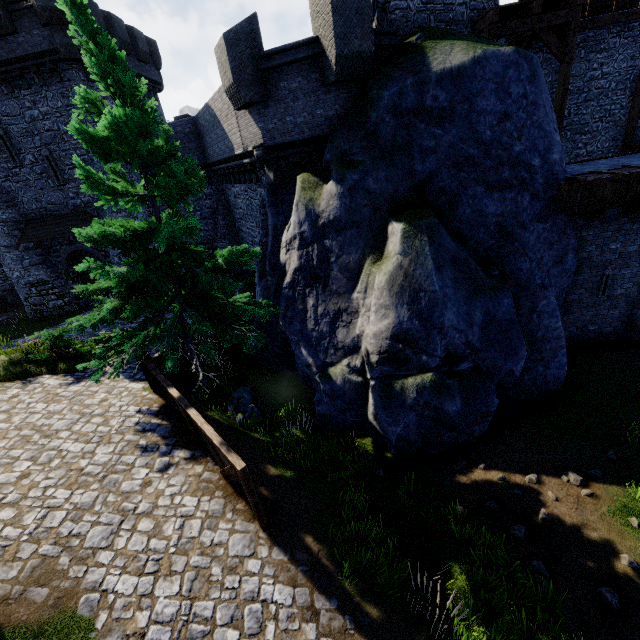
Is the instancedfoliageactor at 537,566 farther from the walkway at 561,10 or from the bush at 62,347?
the bush at 62,347

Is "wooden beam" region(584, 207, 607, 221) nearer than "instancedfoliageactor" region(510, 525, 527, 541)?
No

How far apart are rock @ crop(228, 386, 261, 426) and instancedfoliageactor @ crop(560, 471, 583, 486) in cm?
827

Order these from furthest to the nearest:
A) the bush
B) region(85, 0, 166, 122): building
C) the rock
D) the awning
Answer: the awning
region(85, 0, 166, 122): building
the bush
the rock

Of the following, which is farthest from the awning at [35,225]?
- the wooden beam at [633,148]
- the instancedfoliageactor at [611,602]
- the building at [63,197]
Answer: the instancedfoliageactor at [611,602]

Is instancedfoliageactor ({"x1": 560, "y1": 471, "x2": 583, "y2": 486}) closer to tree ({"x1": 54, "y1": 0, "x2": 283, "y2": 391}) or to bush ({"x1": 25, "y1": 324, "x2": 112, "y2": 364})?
tree ({"x1": 54, "y1": 0, "x2": 283, "y2": 391})

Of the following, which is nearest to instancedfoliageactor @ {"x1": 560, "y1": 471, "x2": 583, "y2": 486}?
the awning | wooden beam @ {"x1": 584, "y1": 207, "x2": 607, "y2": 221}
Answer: wooden beam @ {"x1": 584, "y1": 207, "x2": 607, "y2": 221}

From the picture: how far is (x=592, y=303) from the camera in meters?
11.1
